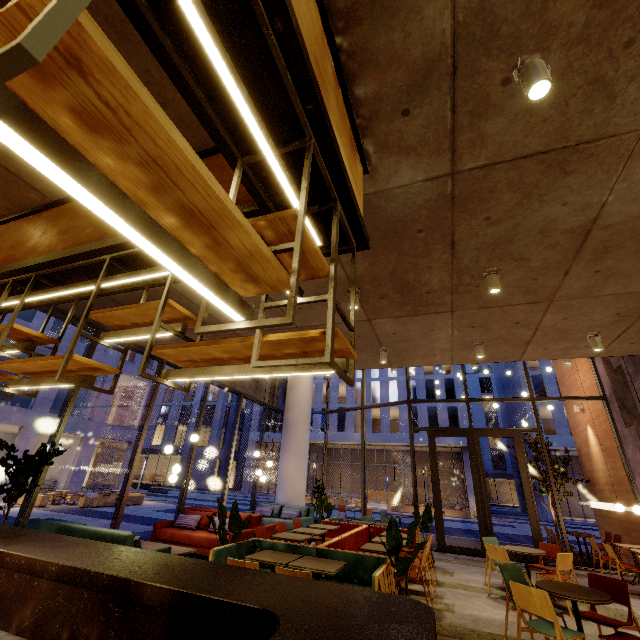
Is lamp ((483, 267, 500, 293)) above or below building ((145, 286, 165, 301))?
below

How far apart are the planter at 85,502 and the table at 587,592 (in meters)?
21.54

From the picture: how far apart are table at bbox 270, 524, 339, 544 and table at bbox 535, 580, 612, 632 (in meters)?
3.94

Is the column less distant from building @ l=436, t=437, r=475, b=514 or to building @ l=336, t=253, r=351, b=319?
building @ l=336, t=253, r=351, b=319

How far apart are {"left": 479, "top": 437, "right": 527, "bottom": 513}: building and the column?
48.41m

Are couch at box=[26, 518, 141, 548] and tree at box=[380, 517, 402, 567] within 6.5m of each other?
yes

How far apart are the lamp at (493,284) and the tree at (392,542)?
3.36m

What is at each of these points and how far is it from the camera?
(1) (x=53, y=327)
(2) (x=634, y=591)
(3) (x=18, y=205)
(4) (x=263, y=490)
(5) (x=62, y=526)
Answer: (1) building, 28.9m
(2) building, 7.0m
(3) building, 4.0m
(4) building, 40.9m
(5) couch, 5.3m
